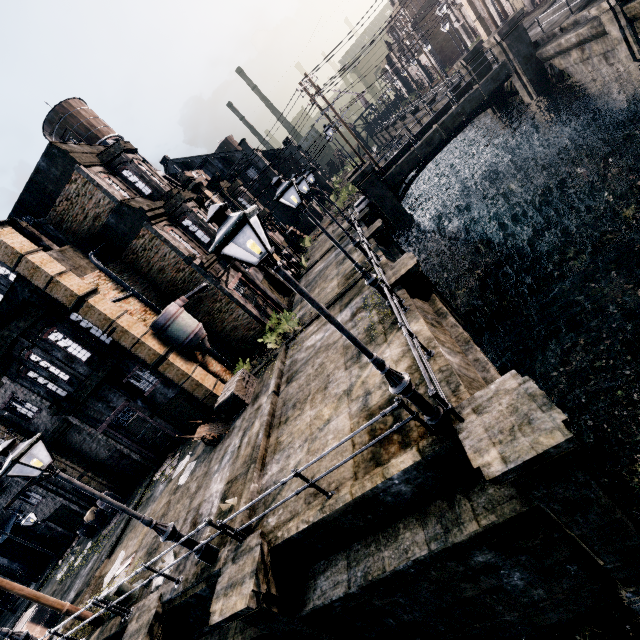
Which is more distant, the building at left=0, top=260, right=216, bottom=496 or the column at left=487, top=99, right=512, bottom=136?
the column at left=487, top=99, right=512, bottom=136

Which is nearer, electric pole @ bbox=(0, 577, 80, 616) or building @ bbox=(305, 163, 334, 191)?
electric pole @ bbox=(0, 577, 80, 616)

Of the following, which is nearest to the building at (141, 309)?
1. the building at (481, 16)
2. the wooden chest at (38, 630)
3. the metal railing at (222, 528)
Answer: the wooden chest at (38, 630)

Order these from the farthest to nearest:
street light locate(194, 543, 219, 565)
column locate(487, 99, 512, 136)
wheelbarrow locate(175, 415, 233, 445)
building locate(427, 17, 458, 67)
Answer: building locate(427, 17, 458, 67) → column locate(487, 99, 512, 136) → wheelbarrow locate(175, 415, 233, 445) → street light locate(194, 543, 219, 565)

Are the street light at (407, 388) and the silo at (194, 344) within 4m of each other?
no

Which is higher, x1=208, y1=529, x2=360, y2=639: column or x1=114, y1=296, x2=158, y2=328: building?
x1=114, y1=296, x2=158, y2=328: building

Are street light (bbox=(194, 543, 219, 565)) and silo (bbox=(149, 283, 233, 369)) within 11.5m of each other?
yes

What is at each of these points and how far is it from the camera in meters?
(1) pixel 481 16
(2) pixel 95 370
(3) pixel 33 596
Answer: (1) building, 40.9 m
(2) building, 16.5 m
(3) electric pole, 10.7 m
